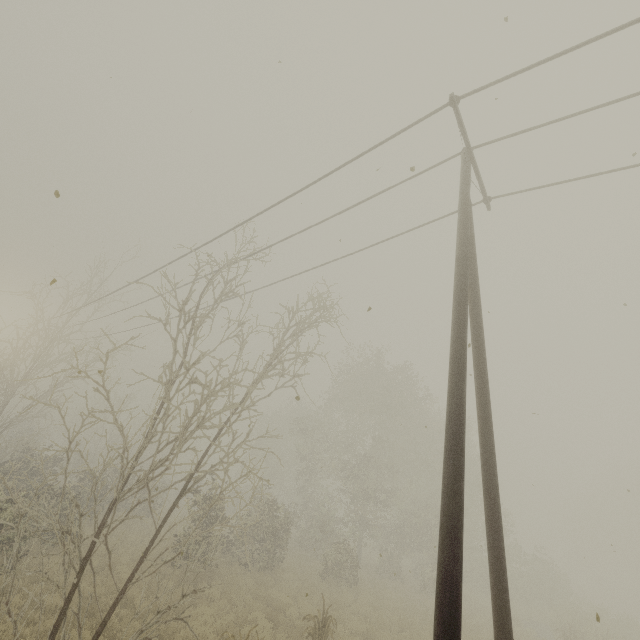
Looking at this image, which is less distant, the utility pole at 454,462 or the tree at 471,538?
the utility pole at 454,462

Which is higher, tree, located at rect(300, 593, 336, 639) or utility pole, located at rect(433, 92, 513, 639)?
utility pole, located at rect(433, 92, 513, 639)

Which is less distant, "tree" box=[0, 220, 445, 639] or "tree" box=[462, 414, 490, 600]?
"tree" box=[0, 220, 445, 639]

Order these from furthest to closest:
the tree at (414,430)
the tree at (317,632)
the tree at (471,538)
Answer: the tree at (471,538)
the tree at (317,632)
the tree at (414,430)

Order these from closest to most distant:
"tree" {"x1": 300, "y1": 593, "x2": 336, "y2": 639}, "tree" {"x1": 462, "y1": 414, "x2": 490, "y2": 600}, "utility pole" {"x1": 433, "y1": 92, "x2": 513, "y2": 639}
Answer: "utility pole" {"x1": 433, "y1": 92, "x2": 513, "y2": 639} → "tree" {"x1": 300, "y1": 593, "x2": 336, "y2": 639} → "tree" {"x1": 462, "y1": 414, "x2": 490, "y2": 600}

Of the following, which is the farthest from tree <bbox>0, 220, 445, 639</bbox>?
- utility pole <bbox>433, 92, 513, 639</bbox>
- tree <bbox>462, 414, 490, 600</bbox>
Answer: tree <bbox>462, 414, 490, 600</bbox>

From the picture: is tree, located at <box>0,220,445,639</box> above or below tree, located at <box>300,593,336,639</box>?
above

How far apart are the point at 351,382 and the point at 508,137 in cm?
2648
